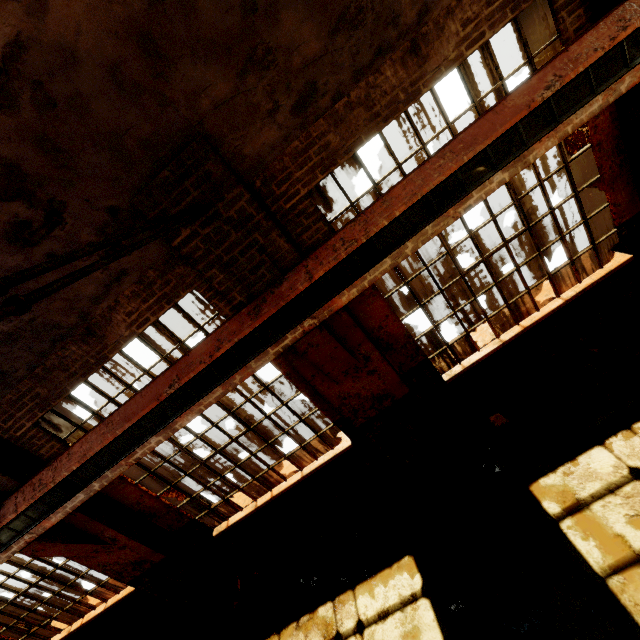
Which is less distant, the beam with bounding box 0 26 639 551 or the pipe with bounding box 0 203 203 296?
the pipe with bounding box 0 203 203 296

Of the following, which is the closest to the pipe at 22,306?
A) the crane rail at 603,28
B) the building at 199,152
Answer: the building at 199,152

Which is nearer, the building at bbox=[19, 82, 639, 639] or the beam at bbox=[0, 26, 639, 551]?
the beam at bbox=[0, 26, 639, 551]

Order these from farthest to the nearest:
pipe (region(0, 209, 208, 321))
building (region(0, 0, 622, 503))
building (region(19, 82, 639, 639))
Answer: building (region(19, 82, 639, 639))
building (region(0, 0, 622, 503))
pipe (region(0, 209, 208, 321))

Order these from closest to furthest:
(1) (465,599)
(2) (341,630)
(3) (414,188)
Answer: (3) (414,188), (1) (465,599), (2) (341,630)

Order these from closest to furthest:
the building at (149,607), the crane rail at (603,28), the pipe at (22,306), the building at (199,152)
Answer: the pipe at (22,306) → the building at (199,152) → the crane rail at (603,28) → the building at (149,607)

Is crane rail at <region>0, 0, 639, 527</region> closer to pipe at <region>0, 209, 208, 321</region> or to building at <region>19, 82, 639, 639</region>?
building at <region>19, 82, 639, 639</region>

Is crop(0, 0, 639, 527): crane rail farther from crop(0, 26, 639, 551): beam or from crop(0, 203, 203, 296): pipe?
crop(0, 203, 203, 296): pipe
